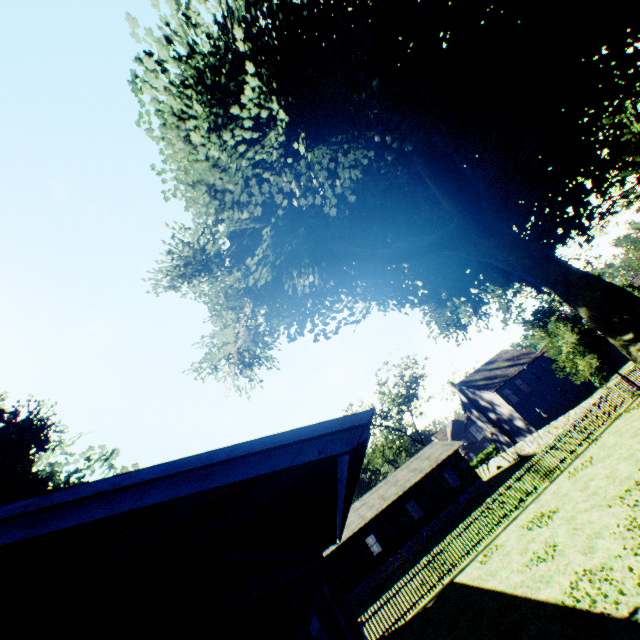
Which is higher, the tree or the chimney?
the tree

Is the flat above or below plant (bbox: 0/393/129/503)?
below

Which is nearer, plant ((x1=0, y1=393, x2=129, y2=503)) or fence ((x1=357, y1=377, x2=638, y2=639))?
plant ((x1=0, y1=393, x2=129, y2=503))

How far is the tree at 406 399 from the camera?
52.0 meters

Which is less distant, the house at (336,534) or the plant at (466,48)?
the house at (336,534)

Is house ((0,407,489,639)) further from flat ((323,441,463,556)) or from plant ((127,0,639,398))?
flat ((323,441,463,556))

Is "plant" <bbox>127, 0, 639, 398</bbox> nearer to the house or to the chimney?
the house

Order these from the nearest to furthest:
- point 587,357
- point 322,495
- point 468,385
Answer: point 322,495
point 587,357
point 468,385
